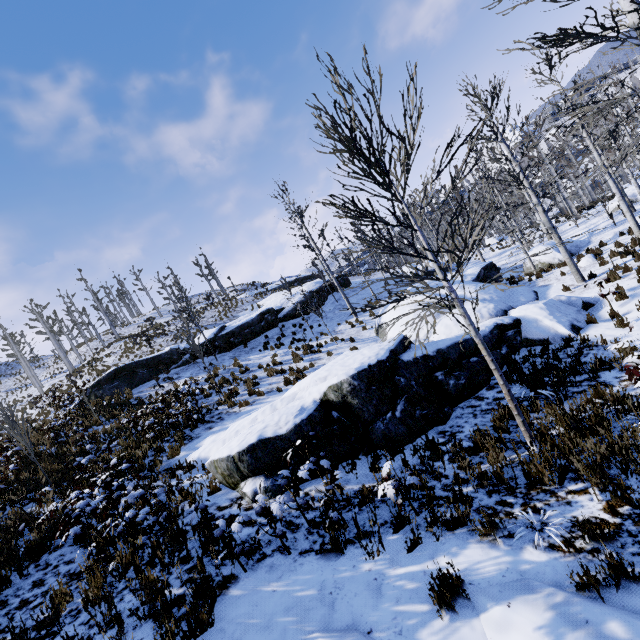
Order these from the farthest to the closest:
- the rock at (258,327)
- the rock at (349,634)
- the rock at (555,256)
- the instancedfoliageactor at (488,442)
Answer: the rock at (258,327) < the rock at (555,256) < the instancedfoliageactor at (488,442) < the rock at (349,634)

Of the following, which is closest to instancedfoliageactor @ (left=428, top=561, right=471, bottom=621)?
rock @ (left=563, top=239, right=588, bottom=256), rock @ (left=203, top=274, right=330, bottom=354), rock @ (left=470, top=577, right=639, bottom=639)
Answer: rock @ (left=563, top=239, right=588, bottom=256)

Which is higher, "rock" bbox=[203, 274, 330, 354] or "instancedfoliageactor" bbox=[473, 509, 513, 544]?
"rock" bbox=[203, 274, 330, 354]

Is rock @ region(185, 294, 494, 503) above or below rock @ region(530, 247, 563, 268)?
above

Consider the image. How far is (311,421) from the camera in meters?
6.5 m

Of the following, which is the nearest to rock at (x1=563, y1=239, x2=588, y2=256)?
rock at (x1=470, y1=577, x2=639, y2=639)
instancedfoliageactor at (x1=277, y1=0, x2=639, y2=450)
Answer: instancedfoliageactor at (x1=277, y1=0, x2=639, y2=450)

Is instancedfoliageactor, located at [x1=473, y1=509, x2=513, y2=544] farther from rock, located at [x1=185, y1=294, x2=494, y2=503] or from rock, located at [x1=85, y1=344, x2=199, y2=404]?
rock, located at [x1=85, y1=344, x2=199, y2=404]

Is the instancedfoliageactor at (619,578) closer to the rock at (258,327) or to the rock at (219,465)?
the rock at (219,465)
